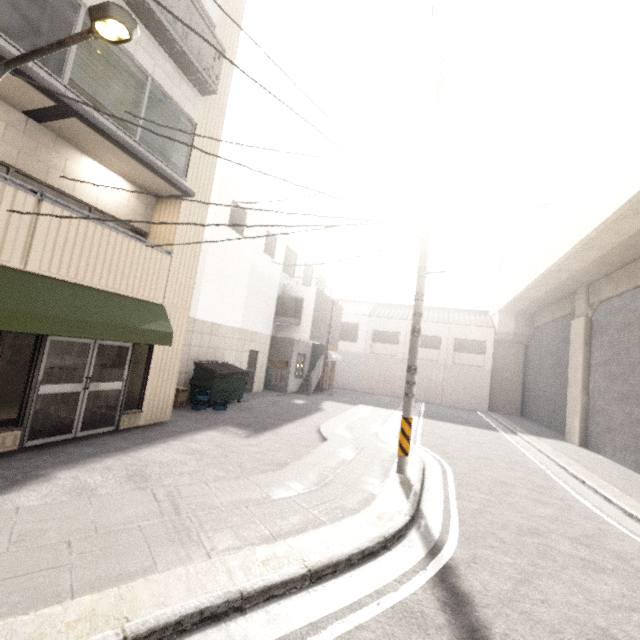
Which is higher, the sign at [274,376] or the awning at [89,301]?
the awning at [89,301]

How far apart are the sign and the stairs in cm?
136

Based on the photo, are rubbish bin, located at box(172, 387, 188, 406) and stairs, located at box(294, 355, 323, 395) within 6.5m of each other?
no

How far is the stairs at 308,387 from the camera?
18.6m

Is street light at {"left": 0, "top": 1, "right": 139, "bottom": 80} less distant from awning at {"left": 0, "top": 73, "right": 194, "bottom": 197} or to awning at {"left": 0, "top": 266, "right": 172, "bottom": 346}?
awning at {"left": 0, "top": 266, "right": 172, "bottom": 346}

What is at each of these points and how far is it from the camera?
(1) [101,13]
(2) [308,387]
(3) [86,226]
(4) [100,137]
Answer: (1) street light, 3.01m
(2) stairs, 18.56m
(3) balcony, 6.17m
(4) awning, 6.25m

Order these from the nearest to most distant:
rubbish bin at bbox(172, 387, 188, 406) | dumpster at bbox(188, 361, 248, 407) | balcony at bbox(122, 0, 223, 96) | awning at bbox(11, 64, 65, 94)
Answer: awning at bbox(11, 64, 65, 94), balcony at bbox(122, 0, 223, 96), rubbish bin at bbox(172, 387, 188, 406), dumpster at bbox(188, 361, 248, 407)

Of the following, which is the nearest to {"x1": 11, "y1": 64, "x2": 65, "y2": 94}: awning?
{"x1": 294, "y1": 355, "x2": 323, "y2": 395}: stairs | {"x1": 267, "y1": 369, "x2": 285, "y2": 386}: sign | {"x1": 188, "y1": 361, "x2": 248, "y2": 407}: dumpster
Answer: {"x1": 188, "y1": 361, "x2": 248, "y2": 407}: dumpster
